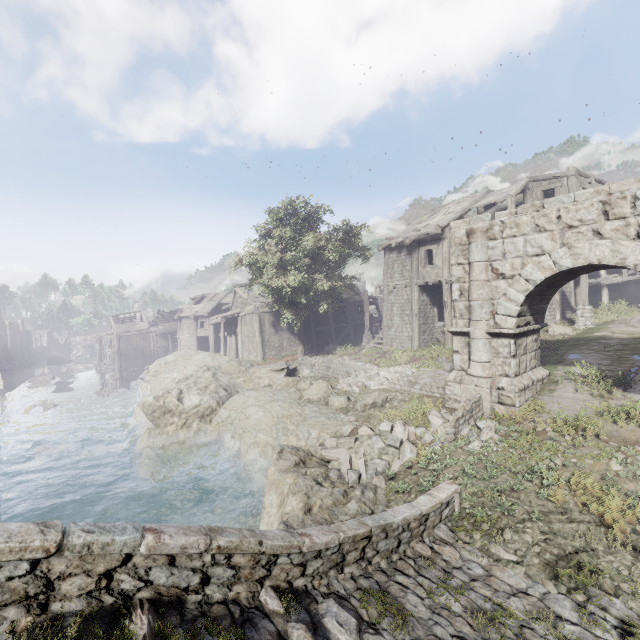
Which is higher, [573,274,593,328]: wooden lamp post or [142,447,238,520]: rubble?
[573,274,593,328]: wooden lamp post

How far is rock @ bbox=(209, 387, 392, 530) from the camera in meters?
7.5

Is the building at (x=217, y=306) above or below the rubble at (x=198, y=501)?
above

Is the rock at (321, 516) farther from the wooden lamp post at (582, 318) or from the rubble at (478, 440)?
the wooden lamp post at (582, 318)

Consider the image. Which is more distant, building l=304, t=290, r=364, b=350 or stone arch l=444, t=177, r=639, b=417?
building l=304, t=290, r=364, b=350

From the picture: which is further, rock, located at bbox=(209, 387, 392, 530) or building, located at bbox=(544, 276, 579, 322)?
building, located at bbox=(544, 276, 579, 322)

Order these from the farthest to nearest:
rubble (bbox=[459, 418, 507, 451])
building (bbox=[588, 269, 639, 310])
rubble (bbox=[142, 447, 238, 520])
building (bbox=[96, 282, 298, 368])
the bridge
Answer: building (bbox=[96, 282, 298, 368]), building (bbox=[588, 269, 639, 310]), rubble (bbox=[142, 447, 238, 520]), rubble (bbox=[459, 418, 507, 451]), the bridge

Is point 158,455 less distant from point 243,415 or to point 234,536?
point 243,415
